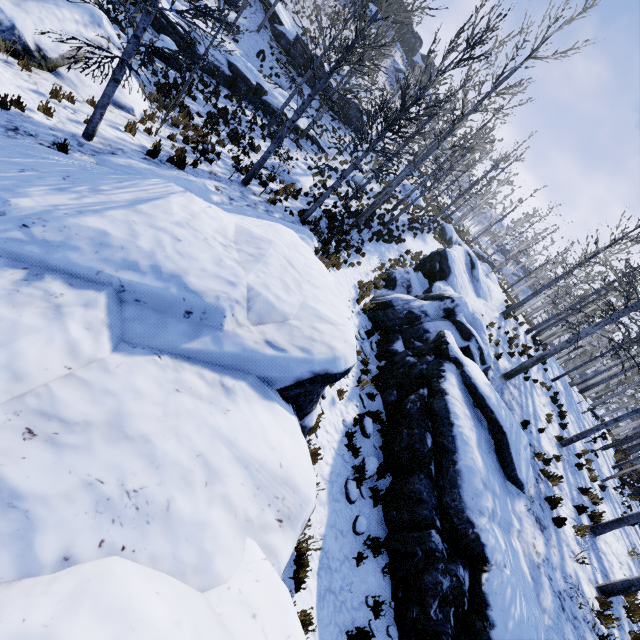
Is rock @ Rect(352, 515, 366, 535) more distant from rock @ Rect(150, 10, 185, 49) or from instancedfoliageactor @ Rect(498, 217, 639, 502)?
rock @ Rect(150, 10, 185, 49)

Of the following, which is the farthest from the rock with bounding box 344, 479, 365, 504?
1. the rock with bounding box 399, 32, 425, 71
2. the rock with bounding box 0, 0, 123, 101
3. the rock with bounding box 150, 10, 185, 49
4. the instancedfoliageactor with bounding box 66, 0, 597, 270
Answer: the rock with bounding box 399, 32, 425, 71

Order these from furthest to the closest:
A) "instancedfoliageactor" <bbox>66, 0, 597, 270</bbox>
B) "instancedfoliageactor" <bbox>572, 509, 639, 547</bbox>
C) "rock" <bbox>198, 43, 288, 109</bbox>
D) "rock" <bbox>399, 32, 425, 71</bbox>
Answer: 1. "rock" <bbox>399, 32, 425, 71</bbox>
2. "rock" <bbox>198, 43, 288, 109</bbox>
3. "instancedfoliageactor" <bbox>572, 509, 639, 547</bbox>
4. "instancedfoliageactor" <bbox>66, 0, 597, 270</bbox>

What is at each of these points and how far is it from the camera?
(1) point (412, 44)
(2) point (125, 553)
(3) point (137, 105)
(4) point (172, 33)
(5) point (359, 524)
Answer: (1) rock, 54.81m
(2) rock, 1.85m
(3) rock, 10.12m
(4) rock, 16.64m
(5) rock, 6.30m

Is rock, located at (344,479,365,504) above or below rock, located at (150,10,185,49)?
below

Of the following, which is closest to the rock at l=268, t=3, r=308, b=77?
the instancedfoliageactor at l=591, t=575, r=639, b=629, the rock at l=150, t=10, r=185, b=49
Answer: the rock at l=150, t=10, r=185, b=49

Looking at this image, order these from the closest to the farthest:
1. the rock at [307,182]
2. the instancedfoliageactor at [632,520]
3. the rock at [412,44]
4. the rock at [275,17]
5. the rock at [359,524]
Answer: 1. the rock at [359,524]
2. the instancedfoliageactor at [632,520]
3. the rock at [307,182]
4. the rock at [275,17]
5. the rock at [412,44]

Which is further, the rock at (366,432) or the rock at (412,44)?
the rock at (412,44)
